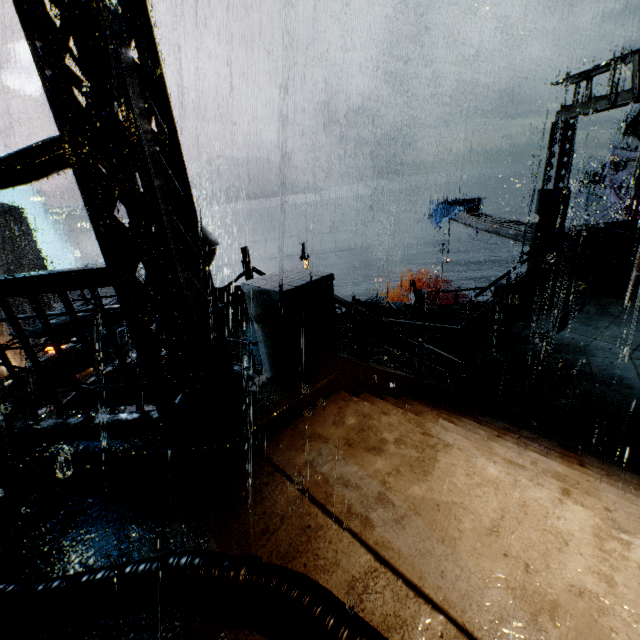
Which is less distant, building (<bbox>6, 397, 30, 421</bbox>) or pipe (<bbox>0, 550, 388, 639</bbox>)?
pipe (<bbox>0, 550, 388, 639</bbox>)

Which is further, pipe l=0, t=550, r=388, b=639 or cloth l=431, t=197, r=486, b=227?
cloth l=431, t=197, r=486, b=227

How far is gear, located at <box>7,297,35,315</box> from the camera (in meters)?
42.62

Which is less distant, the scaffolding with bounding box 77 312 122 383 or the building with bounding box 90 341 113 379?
the scaffolding with bounding box 77 312 122 383

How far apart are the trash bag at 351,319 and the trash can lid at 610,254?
10.1 meters

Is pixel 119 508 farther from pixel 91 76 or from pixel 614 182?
pixel 614 182

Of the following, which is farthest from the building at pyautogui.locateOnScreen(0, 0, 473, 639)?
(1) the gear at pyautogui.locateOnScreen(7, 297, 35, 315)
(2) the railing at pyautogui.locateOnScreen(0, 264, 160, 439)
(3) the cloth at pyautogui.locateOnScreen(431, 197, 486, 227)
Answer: (3) the cloth at pyautogui.locateOnScreen(431, 197, 486, 227)

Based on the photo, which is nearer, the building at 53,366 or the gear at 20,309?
the building at 53,366
